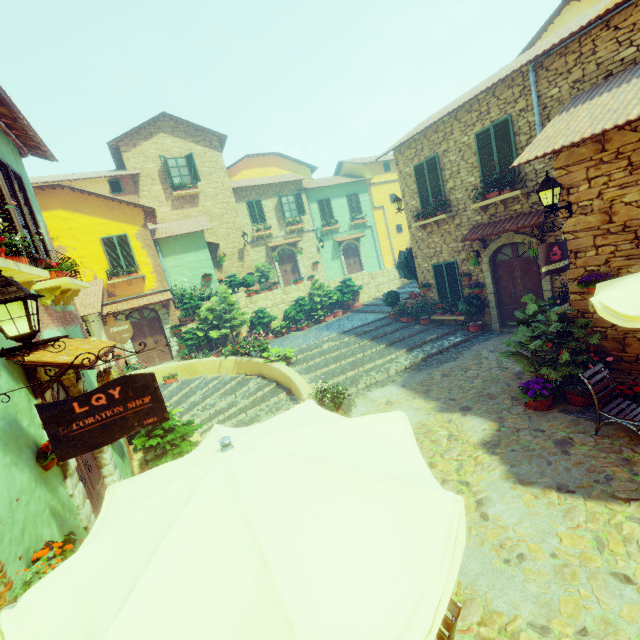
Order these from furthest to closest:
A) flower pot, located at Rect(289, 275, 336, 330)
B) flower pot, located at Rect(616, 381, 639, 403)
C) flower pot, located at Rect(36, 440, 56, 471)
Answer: flower pot, located at Rect(289, 275, 336, 330)
flower pot, located at Rect(616, 381, 639, 403)
flower pot, located at Rect(36, 440, 56, 471)

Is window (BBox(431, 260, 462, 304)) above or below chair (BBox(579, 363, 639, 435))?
above

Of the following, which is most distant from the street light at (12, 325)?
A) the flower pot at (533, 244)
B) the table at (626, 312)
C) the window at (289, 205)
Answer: the window at (289, 205)

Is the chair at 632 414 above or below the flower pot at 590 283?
below

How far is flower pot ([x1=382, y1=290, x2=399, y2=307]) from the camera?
14.7 meters

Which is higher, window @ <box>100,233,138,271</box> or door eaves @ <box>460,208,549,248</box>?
window @ <box>100,233,138,271</box>

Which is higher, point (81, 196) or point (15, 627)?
point (81, 196)

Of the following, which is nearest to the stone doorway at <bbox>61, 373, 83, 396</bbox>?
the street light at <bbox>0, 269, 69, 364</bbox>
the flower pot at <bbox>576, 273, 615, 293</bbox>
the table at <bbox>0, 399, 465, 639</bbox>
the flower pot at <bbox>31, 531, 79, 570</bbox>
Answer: the flower pot at <bbox>31, 531, 79, 570</bbox>
